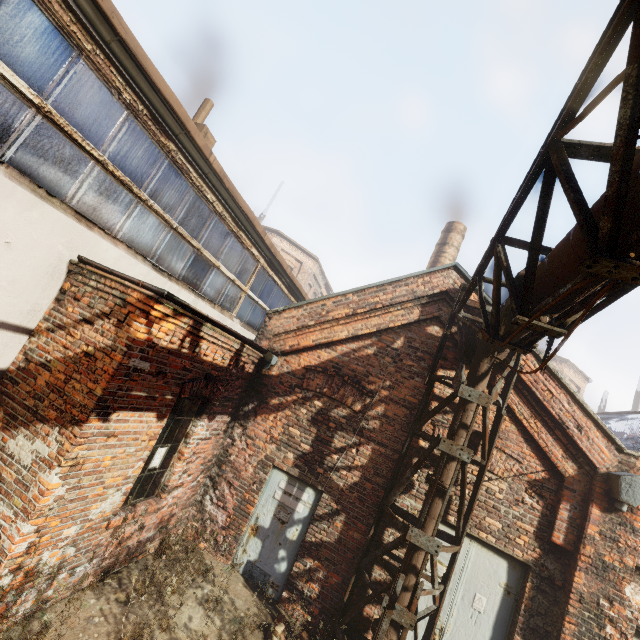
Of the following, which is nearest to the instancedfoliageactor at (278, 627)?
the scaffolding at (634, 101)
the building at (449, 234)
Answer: the scaffolding at (634, 101)

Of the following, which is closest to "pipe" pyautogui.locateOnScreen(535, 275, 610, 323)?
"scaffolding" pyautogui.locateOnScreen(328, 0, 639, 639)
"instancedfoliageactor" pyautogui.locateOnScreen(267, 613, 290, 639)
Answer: "scaffolding" pyautogui.locateOnScreen(328, 0, 639, 639)

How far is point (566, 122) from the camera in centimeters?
227cm

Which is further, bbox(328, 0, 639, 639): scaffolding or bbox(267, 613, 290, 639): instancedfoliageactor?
bbox(267, 613, 290, 639): instancedfoliageactor

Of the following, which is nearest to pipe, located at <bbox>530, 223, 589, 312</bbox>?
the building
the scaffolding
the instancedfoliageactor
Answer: the scaffolding

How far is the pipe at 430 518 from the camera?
5.0 meters

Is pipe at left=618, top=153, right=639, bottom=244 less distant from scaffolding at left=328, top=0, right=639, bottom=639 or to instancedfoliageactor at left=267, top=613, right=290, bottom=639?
scaffolding at left=328, top=0, right=639, bottom=639
